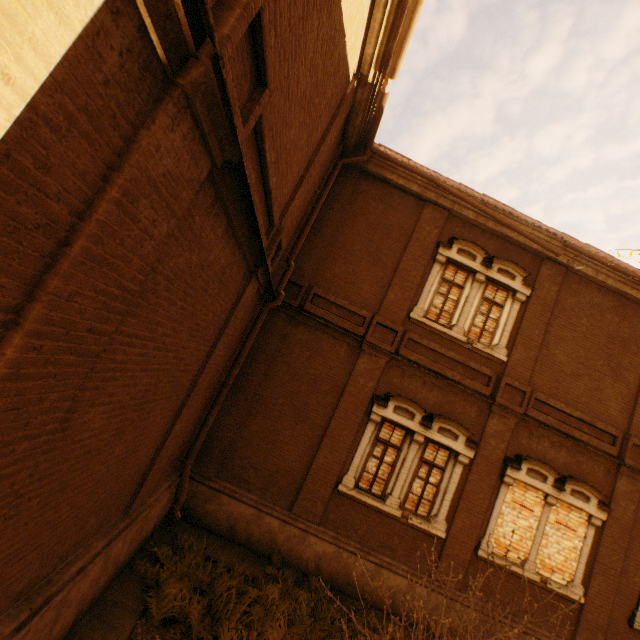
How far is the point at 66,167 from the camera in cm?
165

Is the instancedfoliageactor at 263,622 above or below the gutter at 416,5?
below

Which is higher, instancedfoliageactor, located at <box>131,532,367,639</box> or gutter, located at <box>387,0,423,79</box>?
gutter, located at <box>387,0,423,79</box>
